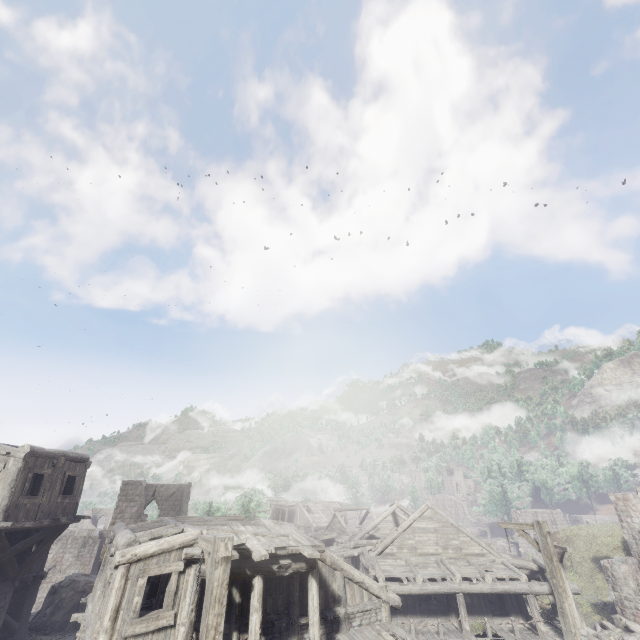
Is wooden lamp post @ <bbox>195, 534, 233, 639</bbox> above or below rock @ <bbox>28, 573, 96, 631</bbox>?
above

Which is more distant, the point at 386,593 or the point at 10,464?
the point at 386,593

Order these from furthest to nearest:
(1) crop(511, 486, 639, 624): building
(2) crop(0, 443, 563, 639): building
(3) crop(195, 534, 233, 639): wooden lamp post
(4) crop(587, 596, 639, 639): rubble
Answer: (1) crop(511, 486, 639, 624): building
(4) crop(587, 596, 639, 639): rubble
(2) crop(0, 443, 563, 639): building
(3) crop(195, 534, 233, 639): wooden lamp post

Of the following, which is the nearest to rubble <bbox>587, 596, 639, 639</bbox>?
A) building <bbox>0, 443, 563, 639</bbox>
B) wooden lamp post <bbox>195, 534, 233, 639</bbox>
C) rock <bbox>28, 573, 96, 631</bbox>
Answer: building <bbox>0, 443, 563, 639</bbox>

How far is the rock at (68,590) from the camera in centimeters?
1862cm

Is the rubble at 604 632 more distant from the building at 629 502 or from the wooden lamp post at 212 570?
the wooden lamp post at 212 570
